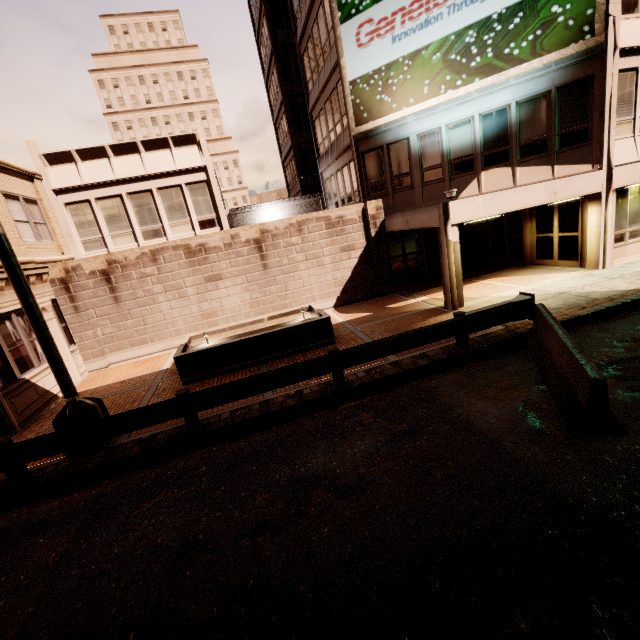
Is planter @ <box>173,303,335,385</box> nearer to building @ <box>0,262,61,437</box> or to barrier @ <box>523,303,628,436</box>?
building @ <box>0,262,61,437</box>

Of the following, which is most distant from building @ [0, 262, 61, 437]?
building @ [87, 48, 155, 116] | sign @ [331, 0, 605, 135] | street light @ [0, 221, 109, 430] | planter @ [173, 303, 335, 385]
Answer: building @ [87, 48, 155, 116]

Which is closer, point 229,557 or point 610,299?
point 229,557

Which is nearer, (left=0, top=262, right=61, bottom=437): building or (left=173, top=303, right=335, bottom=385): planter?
(left=0, top=262, right=61, bottom=437): building

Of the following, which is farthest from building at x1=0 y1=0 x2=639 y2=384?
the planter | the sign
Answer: the planter

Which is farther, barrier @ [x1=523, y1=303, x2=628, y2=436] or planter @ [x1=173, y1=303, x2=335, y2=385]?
planter @ [x1=173, y1=303, x2=335, y2=385]

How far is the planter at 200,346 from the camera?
9.9m

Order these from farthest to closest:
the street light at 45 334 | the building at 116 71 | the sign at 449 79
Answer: the building at 116 71 → the sign at 449 79 → the street light at 45 334
